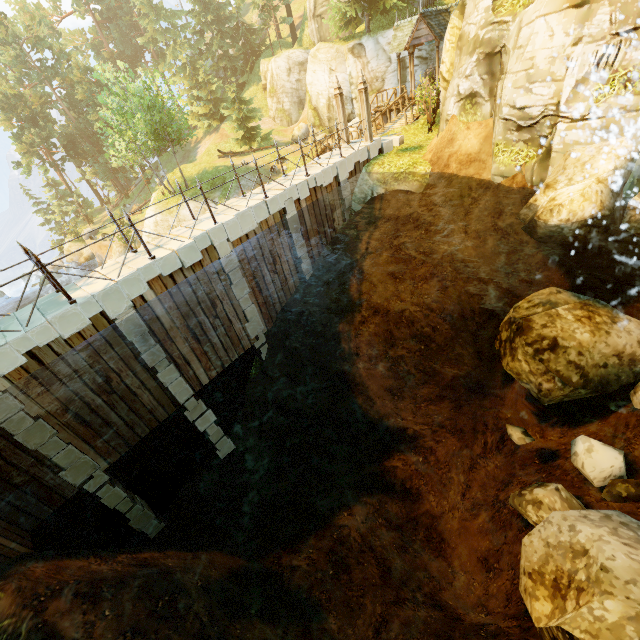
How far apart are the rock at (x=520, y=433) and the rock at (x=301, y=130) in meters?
35.2 m

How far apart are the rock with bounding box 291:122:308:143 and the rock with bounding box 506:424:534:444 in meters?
35.2

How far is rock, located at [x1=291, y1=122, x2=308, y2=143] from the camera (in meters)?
35.22

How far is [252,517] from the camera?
9.1 meters

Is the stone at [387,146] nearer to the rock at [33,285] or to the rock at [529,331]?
the rock at [529,331]

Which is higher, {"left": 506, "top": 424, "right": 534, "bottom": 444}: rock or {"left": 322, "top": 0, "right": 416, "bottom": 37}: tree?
{"left": 322, "top": 0, "right": 416, "bottom": 37}: tree

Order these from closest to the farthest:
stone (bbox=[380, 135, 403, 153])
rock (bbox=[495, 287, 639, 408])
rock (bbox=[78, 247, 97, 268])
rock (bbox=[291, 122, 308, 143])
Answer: →
rock (bbox=[495, 287, 639, 408])
stone (bbox=[380, 135, 403, 153])
rock (bbox=[291, 122, 308, 143])
rock (bbox=[78, 247, 97, 268])

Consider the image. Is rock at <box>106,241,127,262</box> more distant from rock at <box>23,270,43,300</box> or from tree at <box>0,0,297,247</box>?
rock at <box>23,270,43,300</box>
